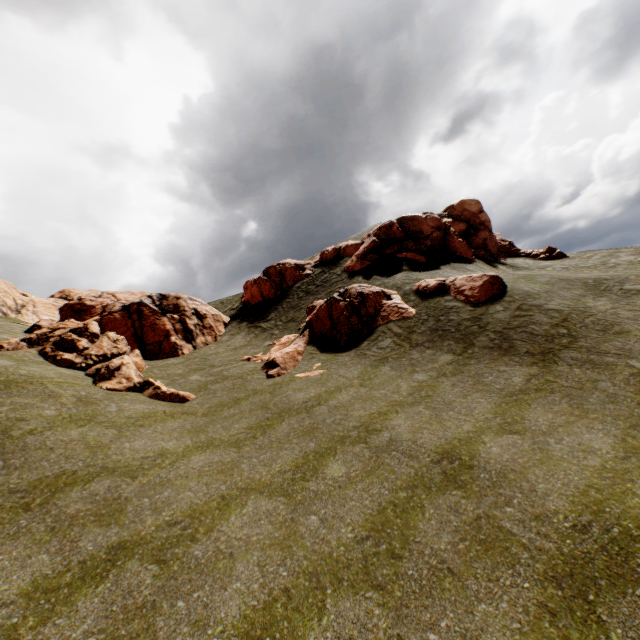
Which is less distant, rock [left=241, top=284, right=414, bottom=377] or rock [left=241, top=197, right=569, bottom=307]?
rock [left=241, top=284, right=414, bottom=377]

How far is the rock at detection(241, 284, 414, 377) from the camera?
18.8m

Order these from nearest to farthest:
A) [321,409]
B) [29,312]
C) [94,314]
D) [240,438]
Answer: [240,438], [321,409], [94,314], [29,312]

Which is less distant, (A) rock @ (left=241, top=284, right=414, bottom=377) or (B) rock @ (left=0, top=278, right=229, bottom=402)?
(B) rock @ (left=0, top=278, right=229, bottom=402)

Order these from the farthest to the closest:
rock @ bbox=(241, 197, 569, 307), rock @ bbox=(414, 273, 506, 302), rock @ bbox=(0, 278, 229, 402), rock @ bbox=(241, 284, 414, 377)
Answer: rock @ bbox=(241, 197, 569, 307)
rock @ bbox=(241, 284, 414, 377)
rock @ bbox=(414, 273, 506, 302)
rock @ bbox=(0, 278, 229, 402)

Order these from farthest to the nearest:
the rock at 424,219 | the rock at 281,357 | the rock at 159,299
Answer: the rock at 424,219, the rock at 281,357, the rock at 159,299

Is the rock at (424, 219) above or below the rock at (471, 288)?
above
